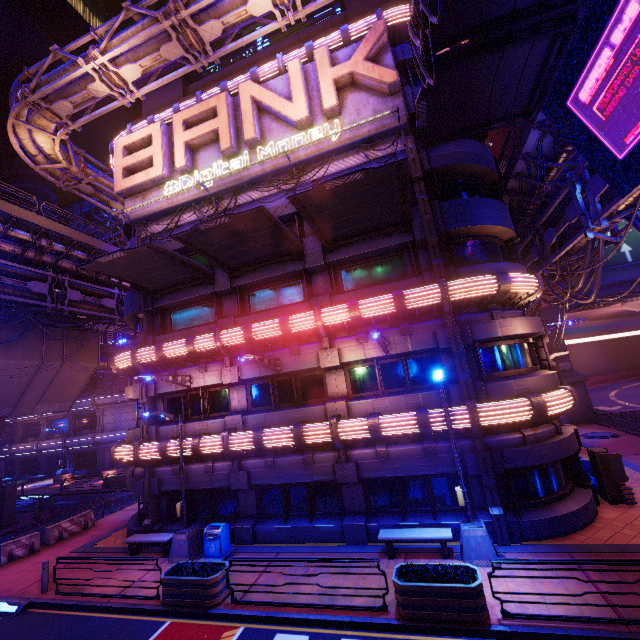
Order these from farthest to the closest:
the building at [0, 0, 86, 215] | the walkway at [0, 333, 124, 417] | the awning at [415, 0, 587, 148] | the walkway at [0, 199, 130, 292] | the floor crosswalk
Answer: the building at [0, 0, 86, 215]
the walkway at [0, 333, 124, 417]
the walkway at [0, 199, 130, 292]
the floor crosswalk
the awning at [415, 0, 587, 148]

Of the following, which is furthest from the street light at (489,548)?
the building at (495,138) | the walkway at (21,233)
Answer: the building at (495,138)

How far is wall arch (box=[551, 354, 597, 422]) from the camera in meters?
28.2 m

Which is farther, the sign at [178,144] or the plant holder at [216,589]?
the sign at [178,144]

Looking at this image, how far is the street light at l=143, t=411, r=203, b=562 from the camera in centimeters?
1316cm

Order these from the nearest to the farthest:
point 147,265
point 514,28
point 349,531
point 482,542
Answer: point 514,28, point 482,542, point 349,531, point 147,265

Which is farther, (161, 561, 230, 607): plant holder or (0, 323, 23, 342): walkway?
(0, 323, 23, 342): walkway

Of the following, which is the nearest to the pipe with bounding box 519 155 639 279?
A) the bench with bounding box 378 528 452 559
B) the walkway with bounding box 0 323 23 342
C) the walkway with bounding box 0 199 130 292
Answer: the bench with bounding box 378 528 452 559
